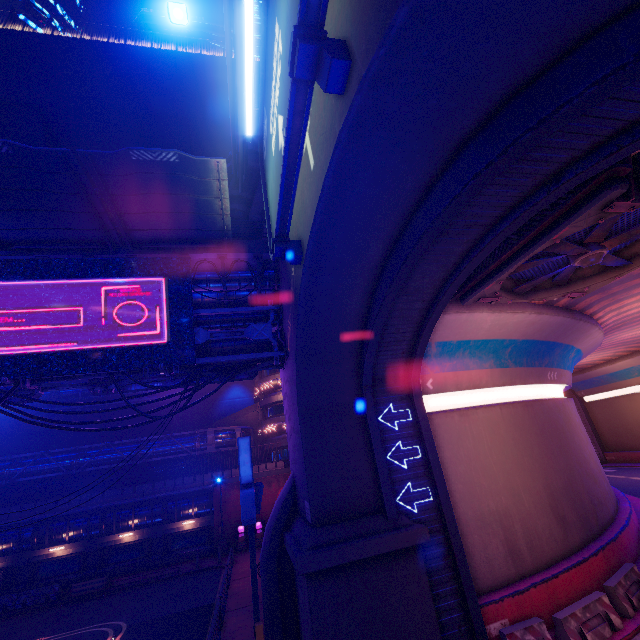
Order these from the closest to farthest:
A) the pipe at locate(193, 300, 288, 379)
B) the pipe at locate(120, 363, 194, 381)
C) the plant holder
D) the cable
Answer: the cable < the pipe at locate(120, 363, 194, 381) < the pipe at locate(193, 300, 288, 379) < the plant holder

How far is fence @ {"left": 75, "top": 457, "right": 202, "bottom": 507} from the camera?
28.5m

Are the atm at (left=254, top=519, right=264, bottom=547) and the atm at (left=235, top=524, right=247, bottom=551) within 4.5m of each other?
yes

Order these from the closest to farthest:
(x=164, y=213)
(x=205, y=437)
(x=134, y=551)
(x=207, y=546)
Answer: (x=164, y=213) < (x=134, y=551) < (x=207, y=546) < (x=205, y=437)

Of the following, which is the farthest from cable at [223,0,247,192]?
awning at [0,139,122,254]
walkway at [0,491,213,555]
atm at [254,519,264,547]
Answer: atm at [254,519,264,547]

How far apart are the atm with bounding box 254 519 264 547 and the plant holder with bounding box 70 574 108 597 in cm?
1097

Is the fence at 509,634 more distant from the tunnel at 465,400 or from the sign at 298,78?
the sign at 298,78

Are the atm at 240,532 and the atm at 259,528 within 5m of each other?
yes
